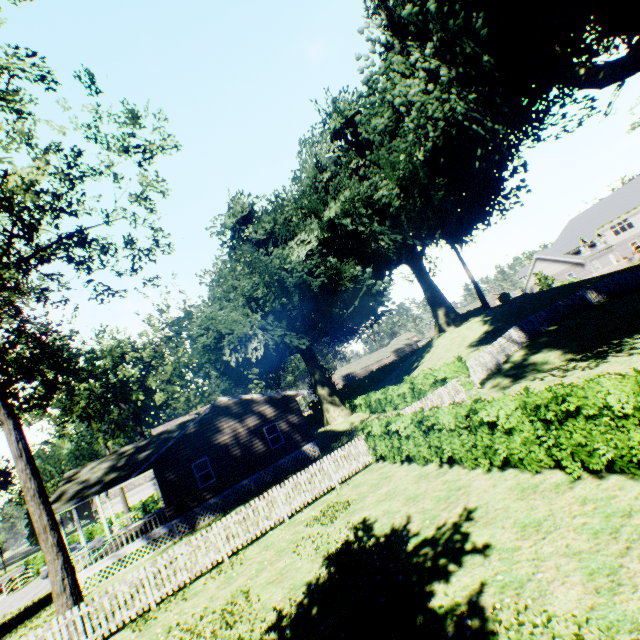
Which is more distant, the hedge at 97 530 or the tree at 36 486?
the hedge at 97 530

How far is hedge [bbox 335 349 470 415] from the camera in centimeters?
1873cm

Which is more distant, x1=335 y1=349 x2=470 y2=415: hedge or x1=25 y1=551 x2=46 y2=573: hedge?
x1=25 y1=551 x2=46 y2=573: hedge

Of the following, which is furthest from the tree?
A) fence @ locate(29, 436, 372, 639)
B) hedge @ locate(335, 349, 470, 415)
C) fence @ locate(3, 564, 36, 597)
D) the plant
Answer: fence @ locate(3, 564, 36, 597)

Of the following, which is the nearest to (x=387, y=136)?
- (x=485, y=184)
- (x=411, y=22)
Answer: (x=485, y=184)

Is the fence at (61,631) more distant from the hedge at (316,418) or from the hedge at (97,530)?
the hedge at (97,530)

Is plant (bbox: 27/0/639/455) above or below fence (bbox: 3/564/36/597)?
above

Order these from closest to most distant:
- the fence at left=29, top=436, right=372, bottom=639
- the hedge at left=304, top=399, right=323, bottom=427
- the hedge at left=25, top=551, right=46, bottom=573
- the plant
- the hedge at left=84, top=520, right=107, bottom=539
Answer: the fence at left=29, top=436, right=372, bottom=639, the plant, the hedge at left=25, top=551, right=46, bottom=573, the hedge at left=84, top=520, right=107, bottom=539, the hedge at left=304, top=399, right=323, bottom=427
